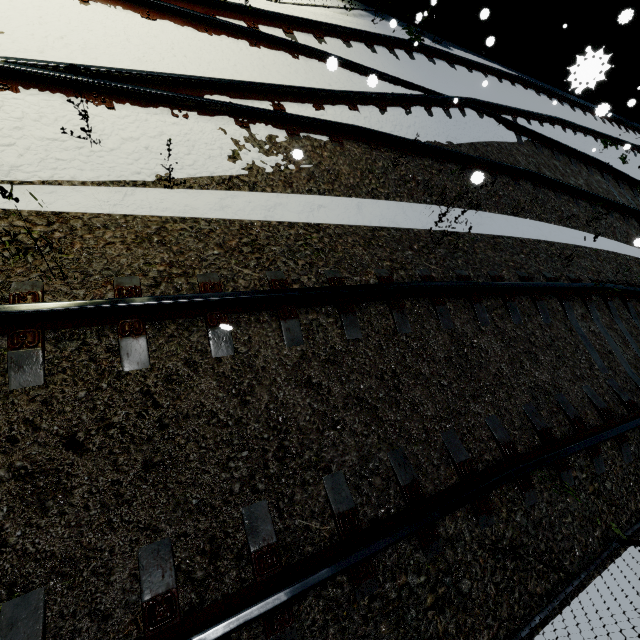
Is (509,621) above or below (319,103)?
below
